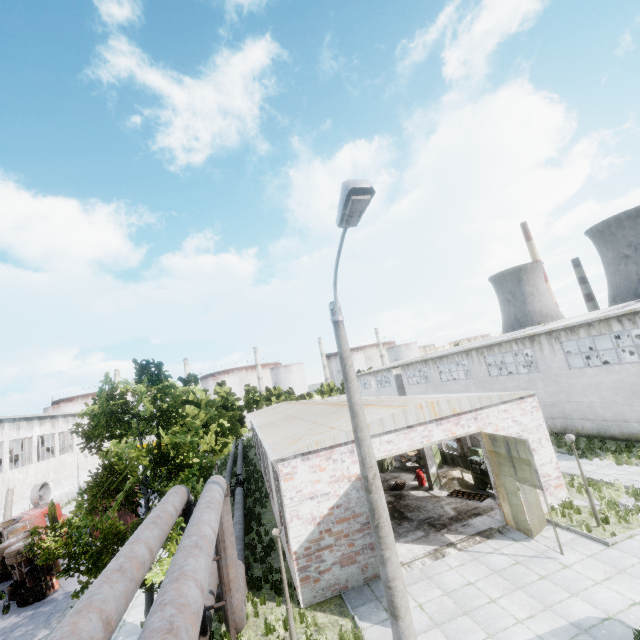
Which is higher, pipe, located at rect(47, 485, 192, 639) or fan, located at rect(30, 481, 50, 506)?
pipe, located at rect(47, 485, 192, 639)

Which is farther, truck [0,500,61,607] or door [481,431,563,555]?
truck [0,500,61,607]

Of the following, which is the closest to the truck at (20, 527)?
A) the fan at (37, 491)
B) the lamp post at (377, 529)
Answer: the fan at (37, 491)

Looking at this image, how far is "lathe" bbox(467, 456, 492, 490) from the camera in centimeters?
1715cm

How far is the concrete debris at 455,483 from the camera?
18.3 meters

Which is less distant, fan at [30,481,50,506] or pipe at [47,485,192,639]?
pipe at [47,485,192,639]

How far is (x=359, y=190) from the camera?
4.9m

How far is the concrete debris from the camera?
18.3m
